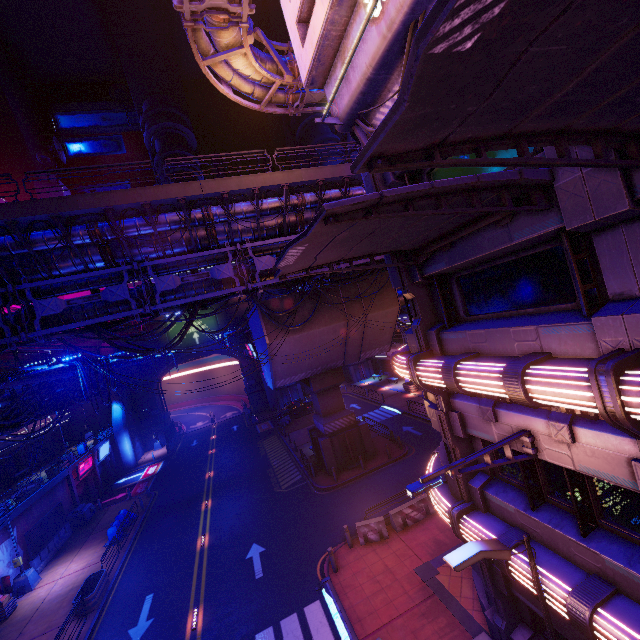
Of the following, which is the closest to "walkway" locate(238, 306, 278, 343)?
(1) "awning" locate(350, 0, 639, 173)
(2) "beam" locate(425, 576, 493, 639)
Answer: (2) "beam" locate(425, 576, 493, 639)

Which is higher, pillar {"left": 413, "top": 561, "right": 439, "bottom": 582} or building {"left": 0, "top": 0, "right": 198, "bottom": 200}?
building {"left": 0, "top": 0, "right": 198, "bottom": 200}

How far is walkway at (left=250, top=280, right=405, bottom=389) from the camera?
21.48m

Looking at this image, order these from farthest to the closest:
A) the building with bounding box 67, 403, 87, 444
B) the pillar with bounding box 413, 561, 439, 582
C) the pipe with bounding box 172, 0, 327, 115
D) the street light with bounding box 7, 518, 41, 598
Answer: the building with bounding box 67, 403, 87, 444
the street light with bounding box 7, 518, 41, 598
the pillar with bounding box 413, 561, 439, 582
the pipe with bounding box 172, 0, 327, 115

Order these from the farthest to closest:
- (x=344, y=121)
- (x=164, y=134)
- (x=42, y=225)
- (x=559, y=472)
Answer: (x=164, y=134)
(x=42, y=225)
(x=344, y=121)
(x=559, y=472)

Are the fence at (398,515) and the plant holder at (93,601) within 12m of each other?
no

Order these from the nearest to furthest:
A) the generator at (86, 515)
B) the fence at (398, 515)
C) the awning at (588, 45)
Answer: the awning at (588, 45), the fence at (398, 515), the generator at (86, 515)

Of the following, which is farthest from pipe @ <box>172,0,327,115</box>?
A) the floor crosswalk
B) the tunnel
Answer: the floor crosswalk
